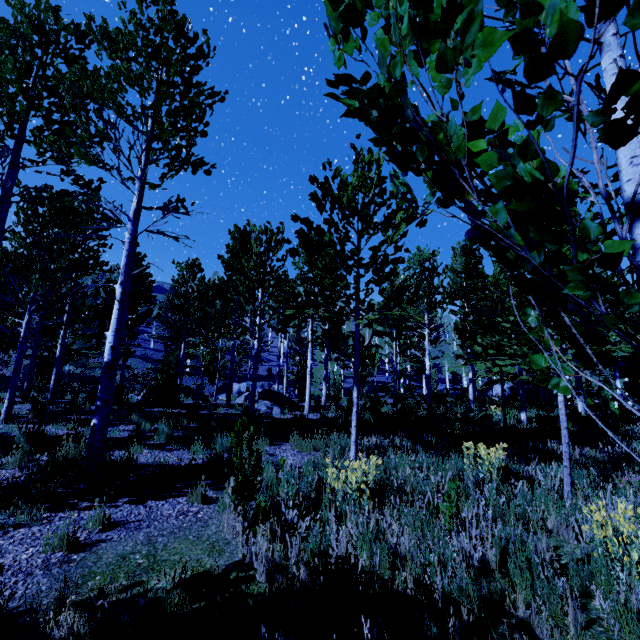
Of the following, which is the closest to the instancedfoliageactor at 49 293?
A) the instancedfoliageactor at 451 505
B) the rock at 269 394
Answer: the rock at 269 394

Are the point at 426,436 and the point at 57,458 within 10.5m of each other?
yes

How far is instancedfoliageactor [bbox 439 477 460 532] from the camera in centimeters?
350cm

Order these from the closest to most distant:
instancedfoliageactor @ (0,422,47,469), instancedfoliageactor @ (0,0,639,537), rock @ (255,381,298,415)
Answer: instancedfoliageactor @ (0,0,639,537), instancedfoliageactor @ (0,422,47,469), rock @ (255,381,298,415)

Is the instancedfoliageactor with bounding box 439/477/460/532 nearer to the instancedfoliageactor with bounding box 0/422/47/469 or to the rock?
the instancedfoliageactor with bounding box 0/422/47/469

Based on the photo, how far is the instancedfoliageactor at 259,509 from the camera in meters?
3.4 m
